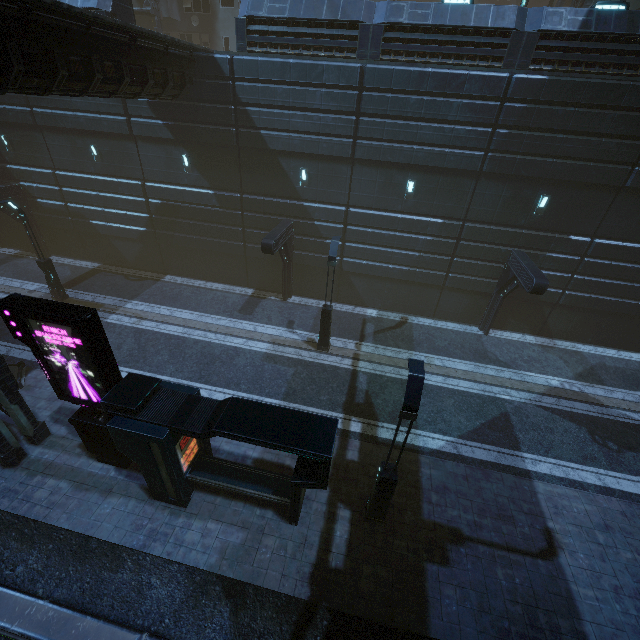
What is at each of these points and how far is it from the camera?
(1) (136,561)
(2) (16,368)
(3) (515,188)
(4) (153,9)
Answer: (1) train rail, 8.84m
(2) barrier, 13.57m
(3) building, 15.07m
(4) building structure, 23.34m

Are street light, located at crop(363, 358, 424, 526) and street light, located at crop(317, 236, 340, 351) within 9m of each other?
yes

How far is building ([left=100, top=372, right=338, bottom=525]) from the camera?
7.8m

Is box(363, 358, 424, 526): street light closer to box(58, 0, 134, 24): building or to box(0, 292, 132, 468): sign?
box(58, 0, 134, 24): building

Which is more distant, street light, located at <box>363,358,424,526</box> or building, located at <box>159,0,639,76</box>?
building, located at <box>159,0,639,76</box>

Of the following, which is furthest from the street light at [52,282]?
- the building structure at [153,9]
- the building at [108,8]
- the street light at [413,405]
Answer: the street light at [413,405]

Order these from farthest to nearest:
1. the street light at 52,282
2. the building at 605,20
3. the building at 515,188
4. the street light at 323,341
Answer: the street light at 52,282
the street light at 323,341
the building at 515,188
the building at 605,20

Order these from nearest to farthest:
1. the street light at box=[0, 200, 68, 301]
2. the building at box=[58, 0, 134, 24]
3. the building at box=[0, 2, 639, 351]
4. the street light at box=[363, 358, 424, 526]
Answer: the street light at box=[363, 358, 424, 526]
the building at box=[0, 2, 639, 351]
the building at box=[58, 0, 134, 24]
the street light at box=[0, 200, 68, 301]
